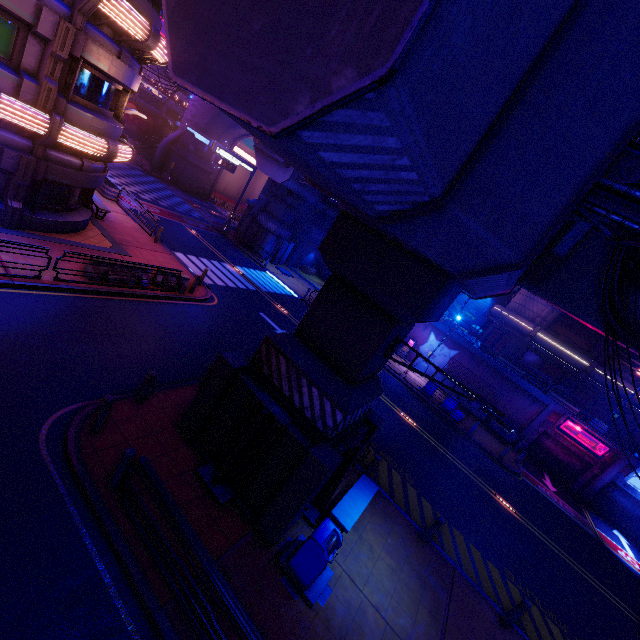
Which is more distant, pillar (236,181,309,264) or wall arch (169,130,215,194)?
wall arch (169,130,215,194)

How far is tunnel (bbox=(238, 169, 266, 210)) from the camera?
53.7m

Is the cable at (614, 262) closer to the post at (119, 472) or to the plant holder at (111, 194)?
the post at (119, 472)

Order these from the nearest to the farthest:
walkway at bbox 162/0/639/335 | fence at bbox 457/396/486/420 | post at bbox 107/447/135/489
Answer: walkway at bbox 162/0/639/335 → post at bbox 107/447/135/489 → fence at bbox 457/396/486/420

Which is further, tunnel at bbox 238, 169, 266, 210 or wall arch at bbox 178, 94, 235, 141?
tunnel at bbox 238, 169, 266, 210

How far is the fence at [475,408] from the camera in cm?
2684

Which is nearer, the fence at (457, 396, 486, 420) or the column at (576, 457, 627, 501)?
the column at (576, 457, 627, 501)

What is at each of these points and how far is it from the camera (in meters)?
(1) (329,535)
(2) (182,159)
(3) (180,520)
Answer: (1) trash can, 7.39
(2) wall arch, 41.50
(3) railing, 5.76
